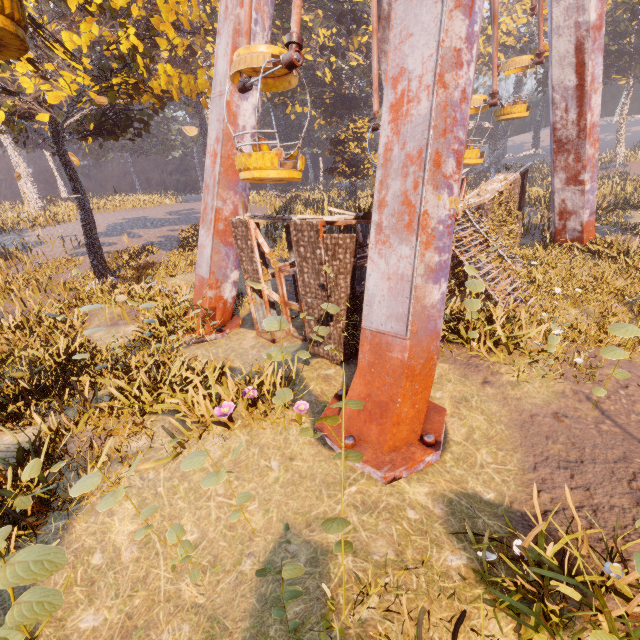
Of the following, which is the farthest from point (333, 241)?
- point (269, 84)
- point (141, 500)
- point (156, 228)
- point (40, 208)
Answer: point (40, 208)

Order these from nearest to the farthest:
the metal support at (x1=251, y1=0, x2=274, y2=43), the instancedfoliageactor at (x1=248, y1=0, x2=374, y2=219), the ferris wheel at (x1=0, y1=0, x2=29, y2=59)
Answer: the ferris wheel at (x1=0, y1=0, x2=29, y2=59)
the metal support at (x1=251, y1=0, x2=274, y2=43)
the instancedfoliageactor at (x1=248, y1=0, x2=374, y2=219)

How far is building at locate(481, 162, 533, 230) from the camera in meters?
14.1

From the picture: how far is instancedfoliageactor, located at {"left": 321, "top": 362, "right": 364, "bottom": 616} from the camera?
3.5 meters

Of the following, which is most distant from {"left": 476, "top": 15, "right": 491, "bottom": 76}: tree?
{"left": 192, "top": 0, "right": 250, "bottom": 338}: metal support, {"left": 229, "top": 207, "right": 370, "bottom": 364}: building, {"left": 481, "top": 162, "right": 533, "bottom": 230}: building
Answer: {"left": 229, "top": 207, "right": 370, "bottom": 364}: building

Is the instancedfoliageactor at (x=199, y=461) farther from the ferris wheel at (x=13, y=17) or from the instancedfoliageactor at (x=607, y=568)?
the instancedfoliageactor at (x=607, y=568)

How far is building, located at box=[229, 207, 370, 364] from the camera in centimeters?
757cm

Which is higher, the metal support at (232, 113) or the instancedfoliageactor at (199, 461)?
the metal support at (232, 113)
